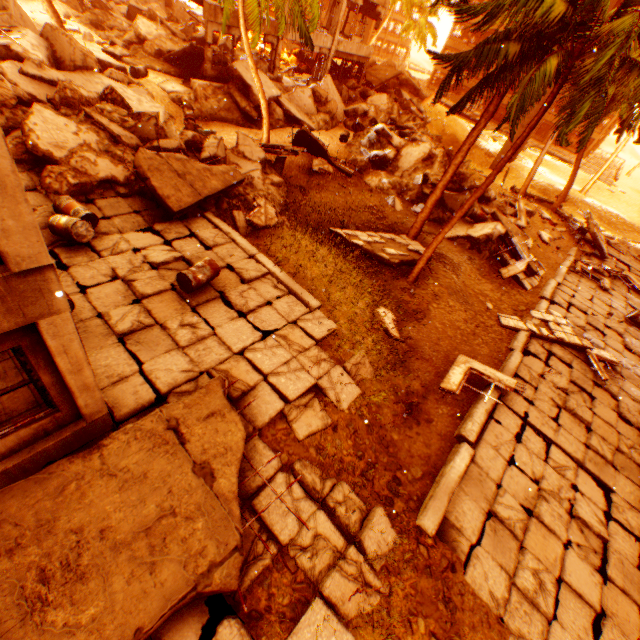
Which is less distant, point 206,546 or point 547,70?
point 206,546

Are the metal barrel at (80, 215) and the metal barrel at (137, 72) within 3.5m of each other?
no

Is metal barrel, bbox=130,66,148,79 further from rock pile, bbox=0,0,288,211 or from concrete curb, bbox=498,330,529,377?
concrete curb, bbox=498,330,529,377

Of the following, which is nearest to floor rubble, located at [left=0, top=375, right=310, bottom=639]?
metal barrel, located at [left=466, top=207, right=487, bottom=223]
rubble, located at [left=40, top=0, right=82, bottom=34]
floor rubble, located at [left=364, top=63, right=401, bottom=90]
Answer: rubble, located at [left=40, top=0, right=82, bottom=34]

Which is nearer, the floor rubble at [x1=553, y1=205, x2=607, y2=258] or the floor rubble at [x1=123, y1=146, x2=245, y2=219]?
the floor rubble at [x1=123, y1=146, x2=245, y2=219]

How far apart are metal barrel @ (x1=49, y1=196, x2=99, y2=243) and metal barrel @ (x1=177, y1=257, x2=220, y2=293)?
2.4 meters

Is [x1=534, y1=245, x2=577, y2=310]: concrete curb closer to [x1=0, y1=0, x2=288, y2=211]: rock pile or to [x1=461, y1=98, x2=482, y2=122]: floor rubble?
[x1=0, y1=0, x2=288, y2=211]: rock pile

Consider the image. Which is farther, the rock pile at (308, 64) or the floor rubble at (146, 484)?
the rock pile at (308, 64)
